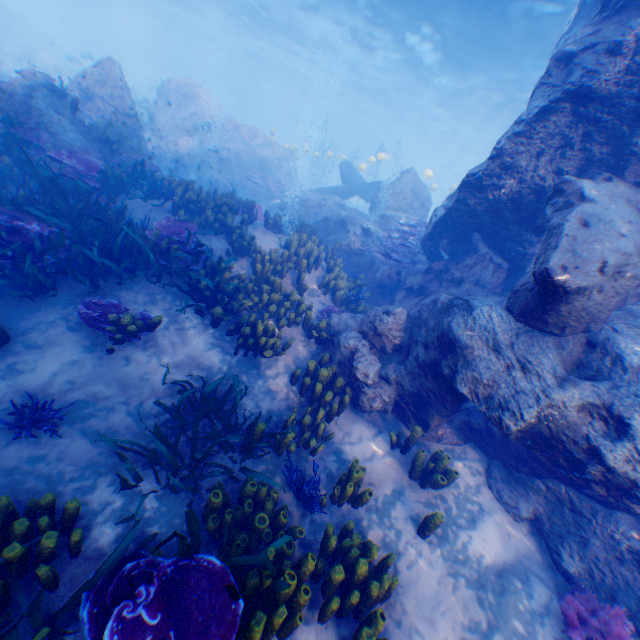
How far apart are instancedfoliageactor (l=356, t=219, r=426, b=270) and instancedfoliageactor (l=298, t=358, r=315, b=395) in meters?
4.5 m

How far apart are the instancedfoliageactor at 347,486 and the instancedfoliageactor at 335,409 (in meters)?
0.54

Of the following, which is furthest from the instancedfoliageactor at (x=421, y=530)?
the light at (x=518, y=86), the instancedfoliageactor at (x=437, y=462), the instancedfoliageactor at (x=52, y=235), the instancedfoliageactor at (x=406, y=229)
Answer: the light at (x=518, y=86)

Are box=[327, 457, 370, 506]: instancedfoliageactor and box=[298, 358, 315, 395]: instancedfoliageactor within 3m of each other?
yes

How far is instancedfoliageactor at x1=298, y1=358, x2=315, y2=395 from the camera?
5.9 meters

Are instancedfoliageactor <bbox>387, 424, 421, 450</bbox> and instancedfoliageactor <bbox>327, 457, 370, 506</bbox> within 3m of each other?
yes

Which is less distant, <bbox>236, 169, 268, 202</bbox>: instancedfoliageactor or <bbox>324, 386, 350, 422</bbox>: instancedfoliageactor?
Answer: <bbox>324, 386, 350, 422</bbox>: instancedfoliageactor

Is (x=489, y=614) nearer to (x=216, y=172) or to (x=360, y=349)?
(x=360, y=349)
